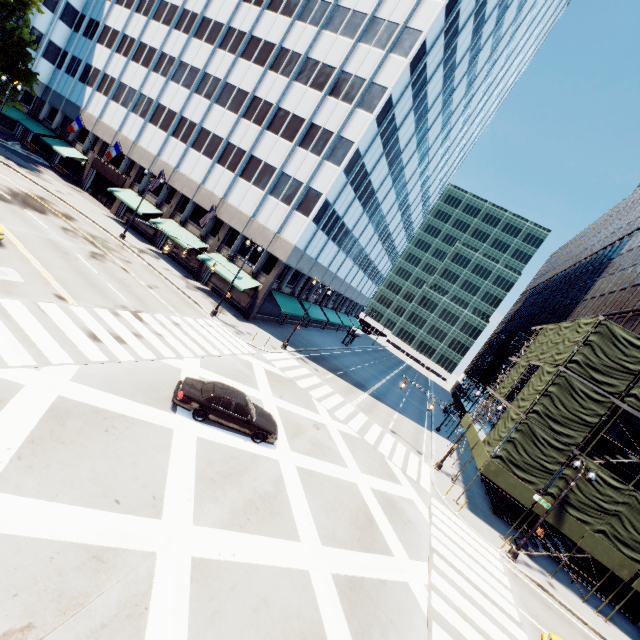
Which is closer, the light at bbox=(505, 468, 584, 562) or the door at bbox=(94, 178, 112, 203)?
the light at bbox=(505, 468, 584, 562)

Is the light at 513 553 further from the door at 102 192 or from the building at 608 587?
the door at 102 192

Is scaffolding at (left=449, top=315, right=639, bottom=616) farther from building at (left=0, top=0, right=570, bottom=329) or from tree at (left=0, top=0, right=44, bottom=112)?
tree at (left=0, top=0, right=44, bottom=112)

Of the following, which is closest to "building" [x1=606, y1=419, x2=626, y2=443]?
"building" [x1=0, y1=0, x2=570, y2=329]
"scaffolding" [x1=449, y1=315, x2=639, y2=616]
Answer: "scaffolding" [x1=449, y1=315, x2=639, y2=616]

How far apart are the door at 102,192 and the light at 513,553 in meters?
53.1 m

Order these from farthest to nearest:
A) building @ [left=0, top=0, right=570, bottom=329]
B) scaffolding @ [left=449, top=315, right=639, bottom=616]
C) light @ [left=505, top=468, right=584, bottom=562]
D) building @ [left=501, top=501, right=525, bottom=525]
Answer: building @ [left=0, top=0, right=570, bottom=329] → building @ [left=501, top=501, right=525, bottom=525] → scaffolding @ [left=449, top=315, right=639, bottom=616] → light @ [left=505, top=468, right=584, bottom=562]

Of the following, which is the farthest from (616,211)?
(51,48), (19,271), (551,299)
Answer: (51,48)

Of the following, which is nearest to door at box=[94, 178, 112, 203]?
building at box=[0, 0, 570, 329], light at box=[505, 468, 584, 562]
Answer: building at box=[0, 0, 570, 329]
